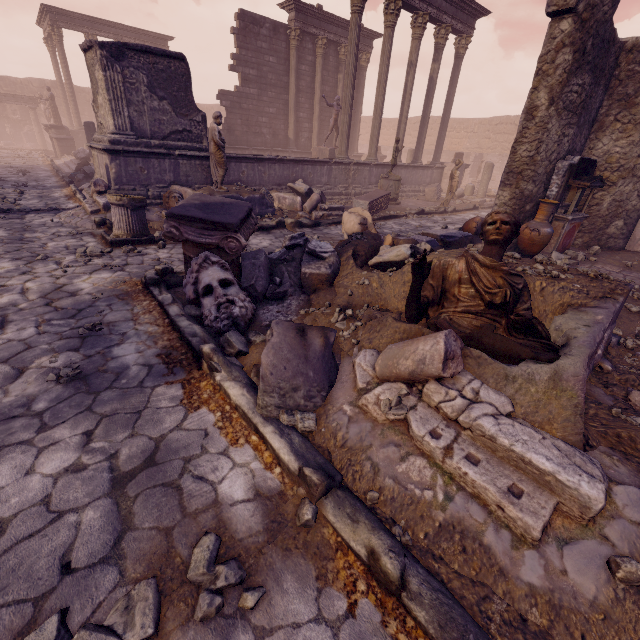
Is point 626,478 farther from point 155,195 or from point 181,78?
point 181,78

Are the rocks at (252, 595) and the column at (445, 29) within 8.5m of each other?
no

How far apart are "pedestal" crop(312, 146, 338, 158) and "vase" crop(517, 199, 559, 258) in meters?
10.9 m

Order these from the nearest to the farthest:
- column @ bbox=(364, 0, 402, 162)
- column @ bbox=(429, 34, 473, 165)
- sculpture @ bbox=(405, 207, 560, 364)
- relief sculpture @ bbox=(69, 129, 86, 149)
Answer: sculpture @ bbox=(405, 207, 560, 364), column @ bbox=(364, 0, 402, 162), column @ bbox=(429, 34, 473, 165), relief sculpture @ bbox=(69, 129, 86, 149)

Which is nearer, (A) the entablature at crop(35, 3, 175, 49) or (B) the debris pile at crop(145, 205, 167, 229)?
(B) the debris pile at crop(145, 205, 167, 229)

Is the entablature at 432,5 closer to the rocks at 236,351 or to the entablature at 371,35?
the entablature at 371,35

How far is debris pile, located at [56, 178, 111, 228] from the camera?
7.6 meters

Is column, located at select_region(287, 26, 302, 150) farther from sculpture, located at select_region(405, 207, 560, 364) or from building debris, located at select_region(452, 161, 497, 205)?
sculpture, located at select_region(405, 207, 560, 364)
